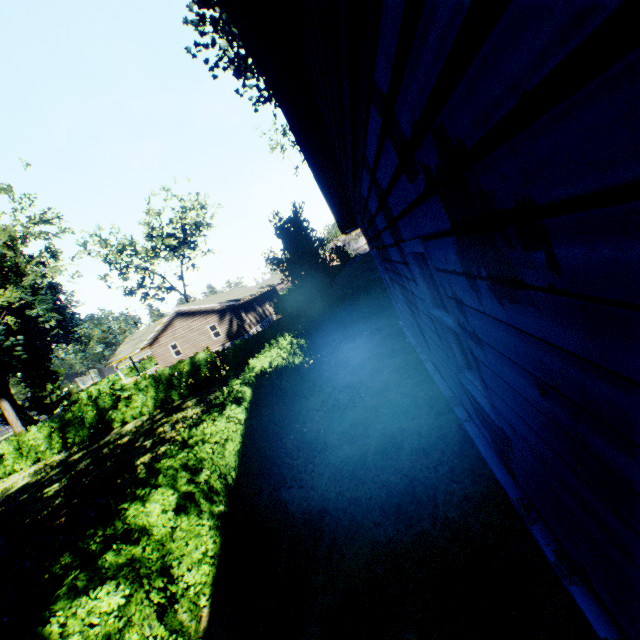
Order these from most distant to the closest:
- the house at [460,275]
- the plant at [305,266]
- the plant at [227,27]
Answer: the plant at [305,266] → the plant at [227,27] → the house at [460,275]

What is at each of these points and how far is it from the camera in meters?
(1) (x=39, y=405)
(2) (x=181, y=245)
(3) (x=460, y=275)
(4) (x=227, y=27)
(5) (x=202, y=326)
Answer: (1) plant, 58.7 m
(2) tree, 51.6 m
(3) house, 1.8 m
(4) plant, 13.4 m
(5) house, 33.5 m

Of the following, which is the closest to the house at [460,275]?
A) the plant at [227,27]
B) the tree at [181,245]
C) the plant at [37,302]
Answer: the plant at [227,27]

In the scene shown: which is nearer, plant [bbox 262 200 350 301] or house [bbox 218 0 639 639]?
house [bbox 218 0 639 639]

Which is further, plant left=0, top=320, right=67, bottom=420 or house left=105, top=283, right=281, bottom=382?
plant left=0, top=320, right=67, bottom=420

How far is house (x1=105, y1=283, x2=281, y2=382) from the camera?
33.2m

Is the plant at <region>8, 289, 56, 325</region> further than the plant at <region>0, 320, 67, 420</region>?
Yes

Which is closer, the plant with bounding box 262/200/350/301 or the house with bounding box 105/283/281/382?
the plant with bounding box 262/200/350/301
